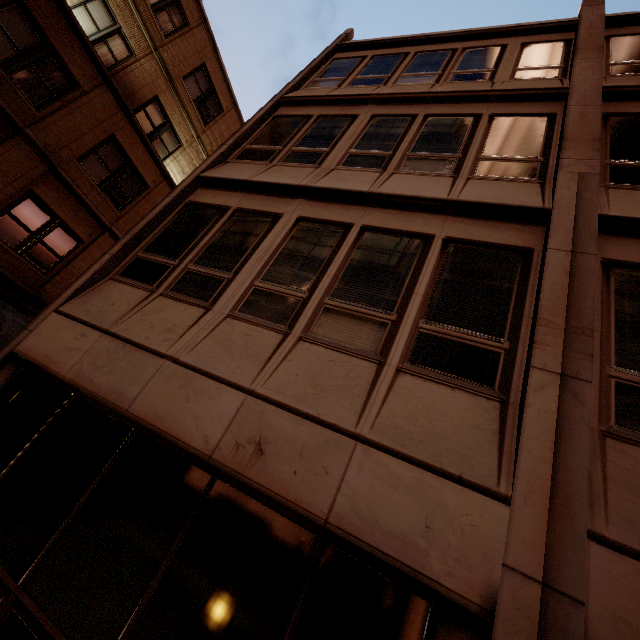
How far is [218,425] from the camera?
3.42m

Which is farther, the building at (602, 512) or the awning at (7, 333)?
the awning at (7, 333)

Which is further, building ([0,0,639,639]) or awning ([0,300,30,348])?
awning ([0,300,30,348])
